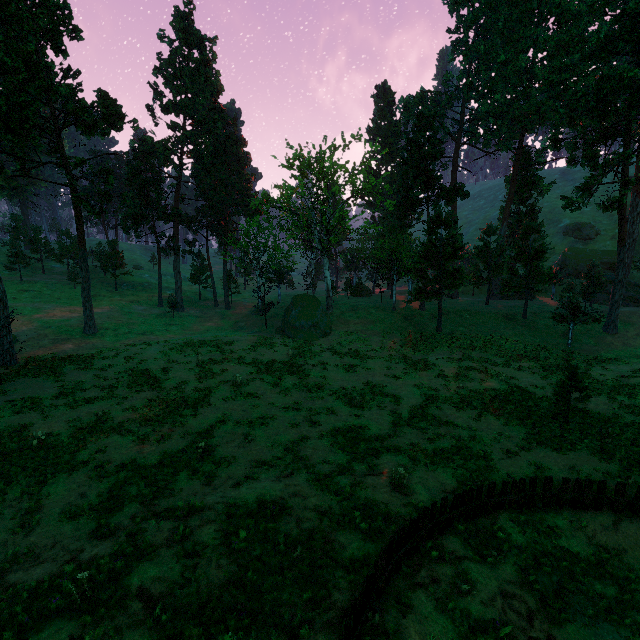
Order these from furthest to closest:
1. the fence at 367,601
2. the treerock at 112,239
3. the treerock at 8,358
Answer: the treerock at 112,239, the treerock at 8,358, the fence at 367,601

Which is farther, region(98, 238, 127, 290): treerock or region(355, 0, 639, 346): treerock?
region(98, 238, 127, 290): treerock

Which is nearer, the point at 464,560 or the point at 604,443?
the point at 464,560

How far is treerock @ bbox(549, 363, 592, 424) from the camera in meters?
17.7

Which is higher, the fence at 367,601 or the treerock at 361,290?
the treerock at 361,290

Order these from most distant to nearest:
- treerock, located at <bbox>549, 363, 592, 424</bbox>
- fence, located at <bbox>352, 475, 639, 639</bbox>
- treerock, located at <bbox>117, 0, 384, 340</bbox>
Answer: treerock, located at <bbox>117, 0, 384, 340</bbox> → treerock, located at <bbox>549, 363, 592, 424</bbox> → fence, located at <bbox>352, 475, 639, 639</bbox>
